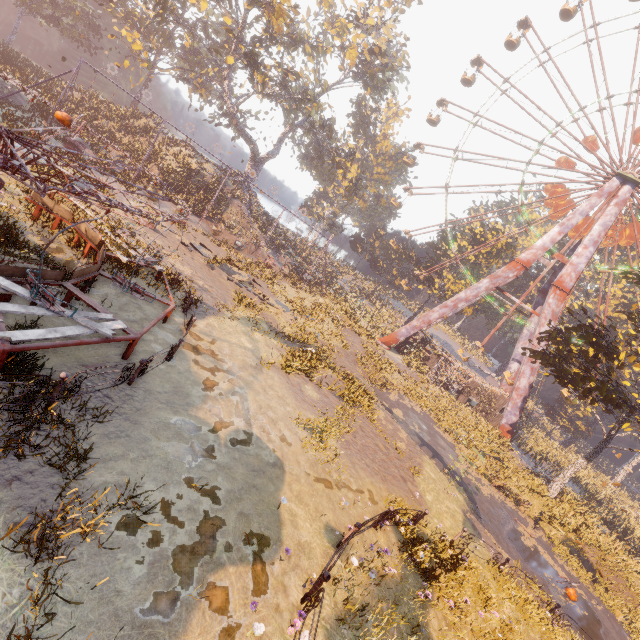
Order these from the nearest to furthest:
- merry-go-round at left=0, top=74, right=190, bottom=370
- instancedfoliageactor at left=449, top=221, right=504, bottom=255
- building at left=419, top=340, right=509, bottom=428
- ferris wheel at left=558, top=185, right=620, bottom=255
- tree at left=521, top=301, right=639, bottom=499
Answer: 1. merry-go-round at left=0, top=74, right=190, bottom=370
2. tree at left=521, top=301, right=639, bottom=499
3. ferris wheel at left=558, top=185, right=620, bottom=255
4. building at left=419, top=340, right=509, bottom=428
5. instancedfoliageactor at left=449, top=221, right=504, bottom=255

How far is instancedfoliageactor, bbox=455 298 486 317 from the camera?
44.8 meters

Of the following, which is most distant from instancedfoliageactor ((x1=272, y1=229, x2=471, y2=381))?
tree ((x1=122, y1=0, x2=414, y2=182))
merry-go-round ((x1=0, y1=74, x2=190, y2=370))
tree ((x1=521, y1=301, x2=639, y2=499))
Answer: merry-go-round ((x1=0, y1=74, x2=190, y2=370))

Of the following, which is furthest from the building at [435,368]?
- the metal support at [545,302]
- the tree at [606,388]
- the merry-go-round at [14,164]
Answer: the merry-go-round at [14,164]

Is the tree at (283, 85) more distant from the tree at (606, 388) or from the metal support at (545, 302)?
the tree at (606, 388)

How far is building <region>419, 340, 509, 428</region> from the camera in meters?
34.5

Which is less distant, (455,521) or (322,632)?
(322,632)

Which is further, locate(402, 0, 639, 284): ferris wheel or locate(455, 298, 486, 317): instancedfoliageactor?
locate(455, 298, 486, 317): instancedfoliageactor
